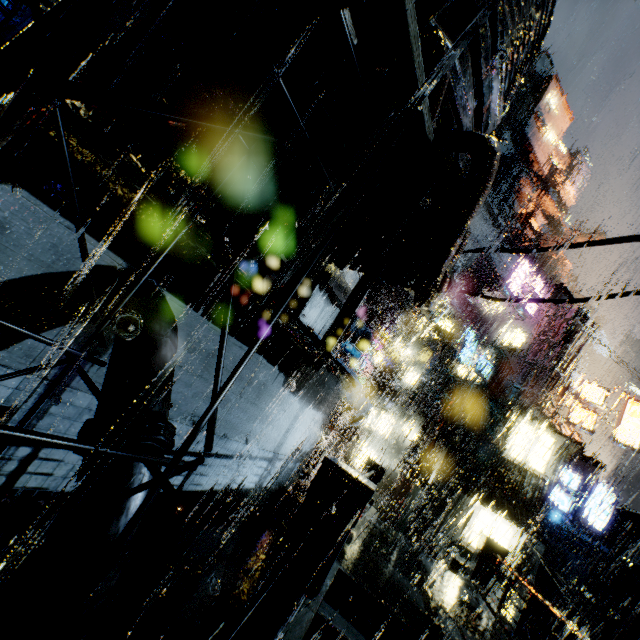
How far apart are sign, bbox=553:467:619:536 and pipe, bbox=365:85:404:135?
27.5m

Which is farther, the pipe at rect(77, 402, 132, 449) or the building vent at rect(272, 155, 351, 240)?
the building vent at rect(272, 155, 351, 240)

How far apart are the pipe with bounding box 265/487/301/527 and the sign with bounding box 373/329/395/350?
18.41m

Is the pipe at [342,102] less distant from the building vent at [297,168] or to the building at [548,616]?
the building vent at [297,168]

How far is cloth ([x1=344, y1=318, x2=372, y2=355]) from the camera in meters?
16.6

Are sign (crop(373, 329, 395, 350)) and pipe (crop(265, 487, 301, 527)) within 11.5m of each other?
no

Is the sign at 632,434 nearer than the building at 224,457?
No

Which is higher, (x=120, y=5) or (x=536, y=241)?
(x=536, y=241)
